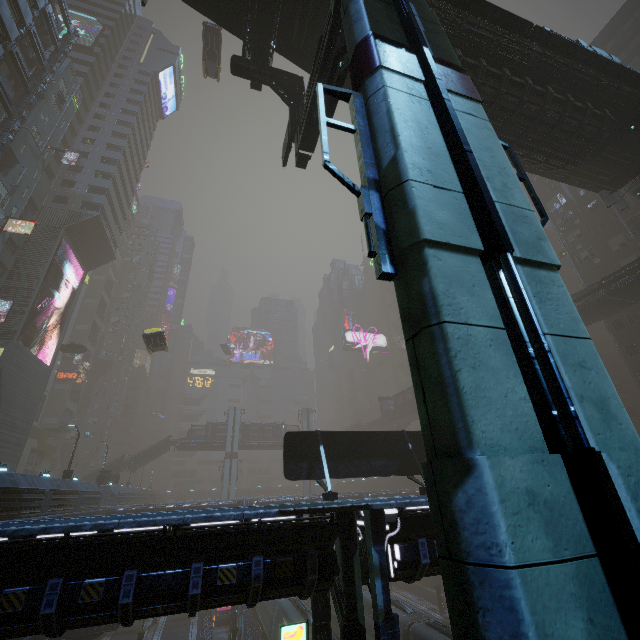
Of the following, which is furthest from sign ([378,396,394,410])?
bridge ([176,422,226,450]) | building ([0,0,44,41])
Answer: bridge ([176,422,226,450])

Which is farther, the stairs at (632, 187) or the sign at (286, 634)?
the stairs at (632, 187)

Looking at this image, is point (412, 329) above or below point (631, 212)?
below

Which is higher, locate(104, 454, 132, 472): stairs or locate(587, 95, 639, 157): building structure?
locate(587, 95, 639, 157): building structure

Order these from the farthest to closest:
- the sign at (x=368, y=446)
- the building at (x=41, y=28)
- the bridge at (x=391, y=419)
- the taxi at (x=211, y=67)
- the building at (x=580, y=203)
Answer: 1. the bridge at (x=391, y=419)
2. the building at (x=580, y=203)
3. the building at (x=41, y=28)
4. the taxi at (x=211, y=67)
5. the sign at (x=368, y=446)

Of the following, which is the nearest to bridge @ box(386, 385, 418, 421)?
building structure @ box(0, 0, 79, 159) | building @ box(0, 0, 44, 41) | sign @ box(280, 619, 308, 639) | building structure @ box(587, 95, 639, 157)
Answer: building @ box(0, 0, 44, 41)

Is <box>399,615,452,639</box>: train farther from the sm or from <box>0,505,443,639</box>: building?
the sm

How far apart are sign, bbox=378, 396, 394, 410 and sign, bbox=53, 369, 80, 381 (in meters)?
55.05
